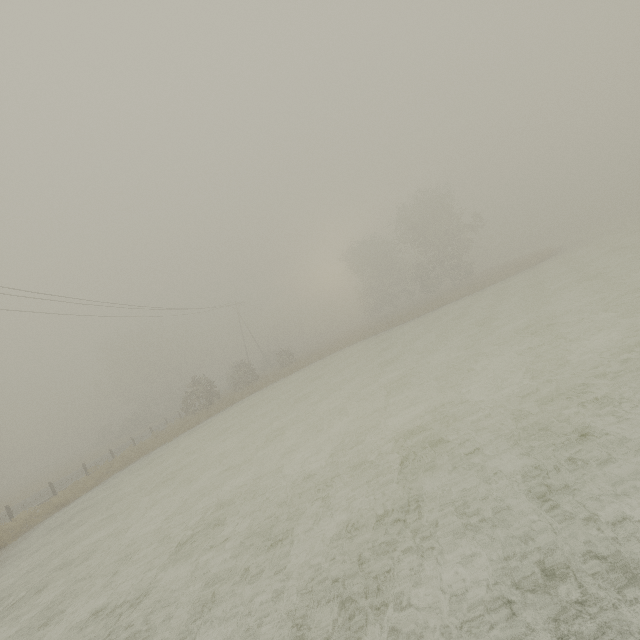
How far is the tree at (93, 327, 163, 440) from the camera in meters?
46.4 m

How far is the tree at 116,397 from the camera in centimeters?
4641cm

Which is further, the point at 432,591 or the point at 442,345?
the point at 442,345
